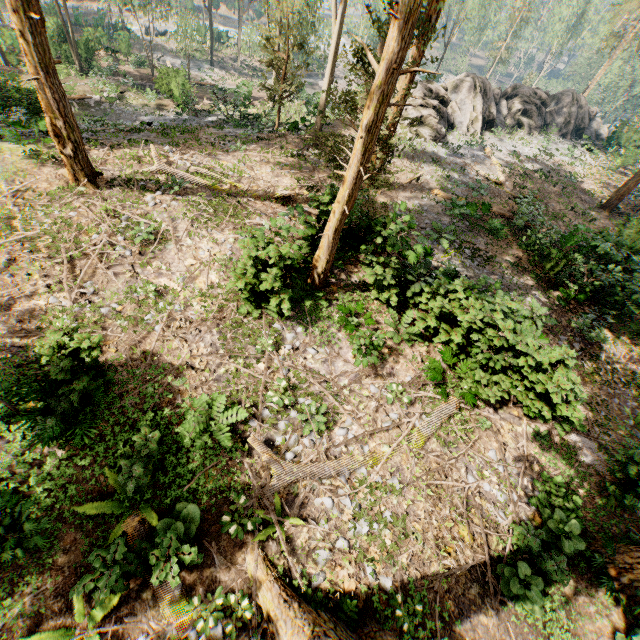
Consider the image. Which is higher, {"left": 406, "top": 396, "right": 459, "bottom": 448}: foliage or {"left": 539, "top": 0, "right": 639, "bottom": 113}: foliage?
{"left": 539, "top": 0, "right": 639, "bottom": 113}: foliage

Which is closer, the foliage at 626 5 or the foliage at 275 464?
the foliage at 275 464

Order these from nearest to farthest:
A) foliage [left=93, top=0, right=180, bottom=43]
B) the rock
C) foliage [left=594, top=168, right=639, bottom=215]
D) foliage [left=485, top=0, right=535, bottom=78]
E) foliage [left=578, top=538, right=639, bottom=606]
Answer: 1. foliage [left=578, top=538, right=639, bottom=606]
2. foliage [left=594, top=168, right=639, bottom=215]
3. the rock
4. foliage [left=93, top=0, right=180, bottom=43]
5. foliage [left=485, top=0, right=535, bottom=78]

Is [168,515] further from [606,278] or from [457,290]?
[606,278]

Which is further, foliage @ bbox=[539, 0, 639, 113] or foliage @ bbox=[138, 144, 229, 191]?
foliage @ bbox=[539, 0, 639, 113]
